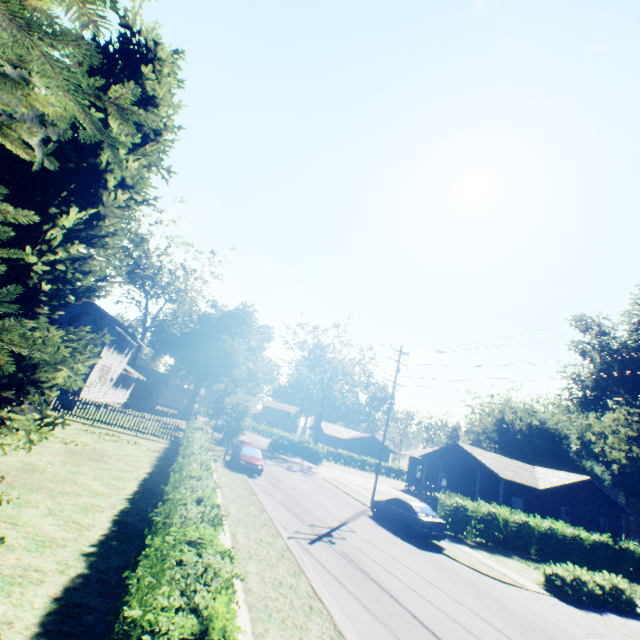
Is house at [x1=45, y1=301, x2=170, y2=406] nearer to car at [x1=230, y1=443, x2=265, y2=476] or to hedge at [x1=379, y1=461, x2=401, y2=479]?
car at [x1=230, y1=443, x2=265, y2=476]

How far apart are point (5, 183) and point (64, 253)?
2.7m

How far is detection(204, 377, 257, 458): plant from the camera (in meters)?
24.69

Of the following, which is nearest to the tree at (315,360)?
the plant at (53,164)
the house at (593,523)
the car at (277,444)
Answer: the car at (277,444)

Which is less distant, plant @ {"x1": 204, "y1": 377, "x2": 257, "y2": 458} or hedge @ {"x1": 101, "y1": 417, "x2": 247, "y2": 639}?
hedge @ {"x1": 101, "y1": 417, "x2": 247, "y2": 639}

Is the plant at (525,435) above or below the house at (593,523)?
above

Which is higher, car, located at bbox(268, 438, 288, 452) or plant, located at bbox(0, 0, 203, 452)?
plant, located at bbox(0, 0, 203, 452)
